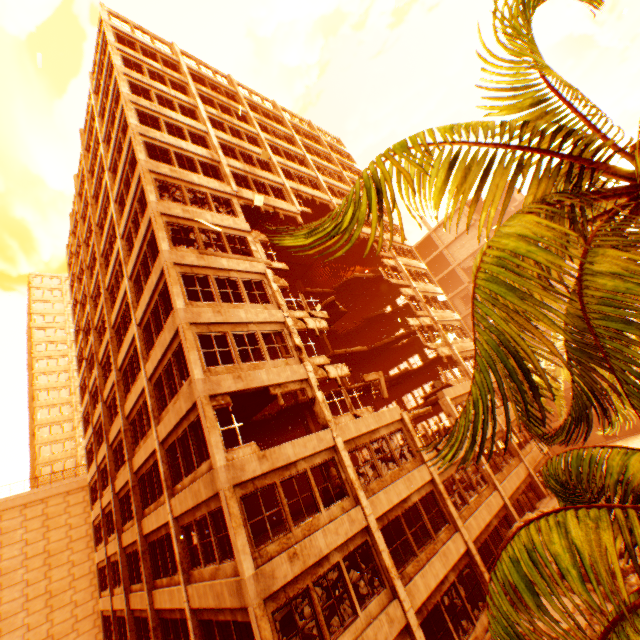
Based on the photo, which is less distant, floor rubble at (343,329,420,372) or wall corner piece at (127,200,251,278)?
wall corner piece at (127,200,251,278)

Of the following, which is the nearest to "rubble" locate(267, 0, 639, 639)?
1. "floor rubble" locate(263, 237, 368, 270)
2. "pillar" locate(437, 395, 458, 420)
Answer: "floor rubble" locate(263, 237, 368, 270)

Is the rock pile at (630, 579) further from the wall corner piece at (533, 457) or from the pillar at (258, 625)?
the wall corner piece at (533, 457)

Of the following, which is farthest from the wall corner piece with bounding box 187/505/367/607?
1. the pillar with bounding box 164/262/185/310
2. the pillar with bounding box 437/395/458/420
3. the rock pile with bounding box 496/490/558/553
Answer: the pillar with bounding box 437/395/458/420

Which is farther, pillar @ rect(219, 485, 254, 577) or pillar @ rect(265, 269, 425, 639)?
pillar @ rect(265, 269, 425, 639)

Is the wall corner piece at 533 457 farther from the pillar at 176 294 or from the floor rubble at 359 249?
the pillar at 176 294

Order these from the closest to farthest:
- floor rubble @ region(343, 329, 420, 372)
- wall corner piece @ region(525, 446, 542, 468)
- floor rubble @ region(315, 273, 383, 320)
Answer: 1. wall corner piece @ region(525, 446, 542, 468)
2. floor rubble @ region(315, 273, 383, 320)
3. floor rubble @ region(343, 329, 420, 372)

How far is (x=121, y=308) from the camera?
19.2 meters
